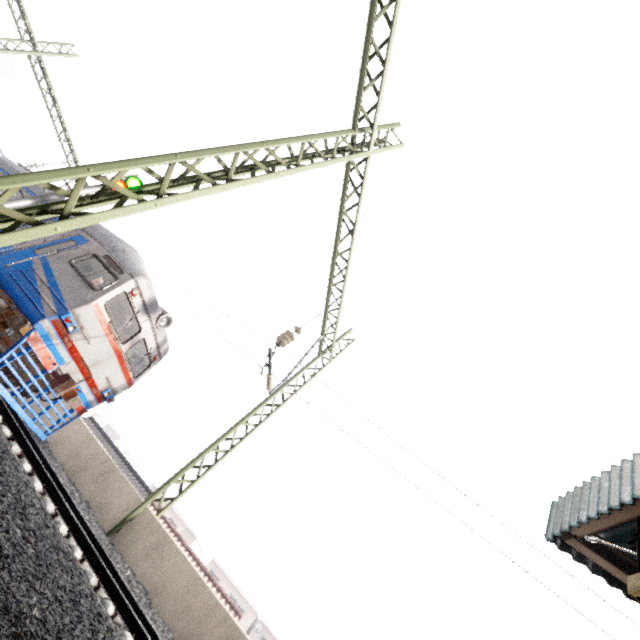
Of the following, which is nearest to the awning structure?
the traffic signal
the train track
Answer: the train track

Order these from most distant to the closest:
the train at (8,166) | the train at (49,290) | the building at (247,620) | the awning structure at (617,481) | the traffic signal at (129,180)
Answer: the building at (247,620), the train at (8,166), the traffic signal at (129,180), the train at (49,290), the awning structure at (617,481)

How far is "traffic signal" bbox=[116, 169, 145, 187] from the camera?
10.1m

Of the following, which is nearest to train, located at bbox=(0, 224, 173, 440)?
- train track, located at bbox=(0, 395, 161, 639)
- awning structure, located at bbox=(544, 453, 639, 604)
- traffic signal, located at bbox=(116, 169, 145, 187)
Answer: train track, located at bbox=(0, 395, 161, 639)

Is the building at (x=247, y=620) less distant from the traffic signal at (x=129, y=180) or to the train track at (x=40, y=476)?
the train track at (x=40, y=476)

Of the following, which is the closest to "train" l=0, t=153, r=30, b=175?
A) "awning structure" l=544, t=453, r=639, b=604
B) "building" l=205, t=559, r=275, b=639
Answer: "awning structure" l=544, t=453, r=639, b=604

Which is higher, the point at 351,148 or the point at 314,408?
the point at 351,148

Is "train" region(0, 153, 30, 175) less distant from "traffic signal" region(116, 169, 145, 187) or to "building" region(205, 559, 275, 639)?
"traffic signal" region(116, 169, 145, 187)
